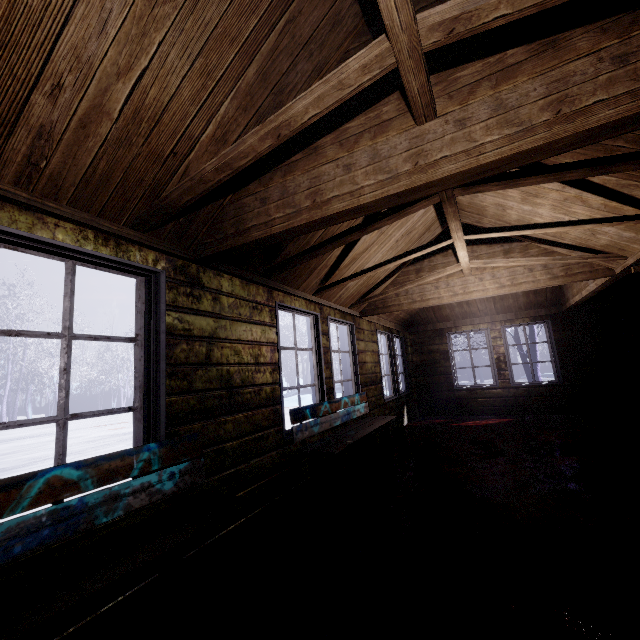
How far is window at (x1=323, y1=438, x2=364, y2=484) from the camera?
3.5m

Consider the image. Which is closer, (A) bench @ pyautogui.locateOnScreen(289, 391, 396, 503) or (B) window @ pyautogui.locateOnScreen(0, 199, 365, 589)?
(B) window @ pyautogui.locateOnScreen(0, 199, 365, 589)

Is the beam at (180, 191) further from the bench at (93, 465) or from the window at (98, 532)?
the bench at (93, 465)

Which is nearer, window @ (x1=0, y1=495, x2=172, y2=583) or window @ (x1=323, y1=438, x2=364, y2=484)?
window @ (x1=0, y1=495, x2=172, y2=583)

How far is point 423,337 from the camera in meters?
7.7 m

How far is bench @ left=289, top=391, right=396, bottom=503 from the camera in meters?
2.9 m

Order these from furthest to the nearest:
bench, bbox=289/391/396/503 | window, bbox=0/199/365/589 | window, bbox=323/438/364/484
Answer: window, bbox=323/438/364/484, bench, bbox=289/391/396/503, window, bbox=0/199/365/589

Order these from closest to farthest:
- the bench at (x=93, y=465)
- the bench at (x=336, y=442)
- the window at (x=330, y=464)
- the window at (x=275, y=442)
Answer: the bench at (x=93, y=465) → the window at (x=275, y=442) → the bench at (x=336, y=442) → the window at (x=330, y=464)
